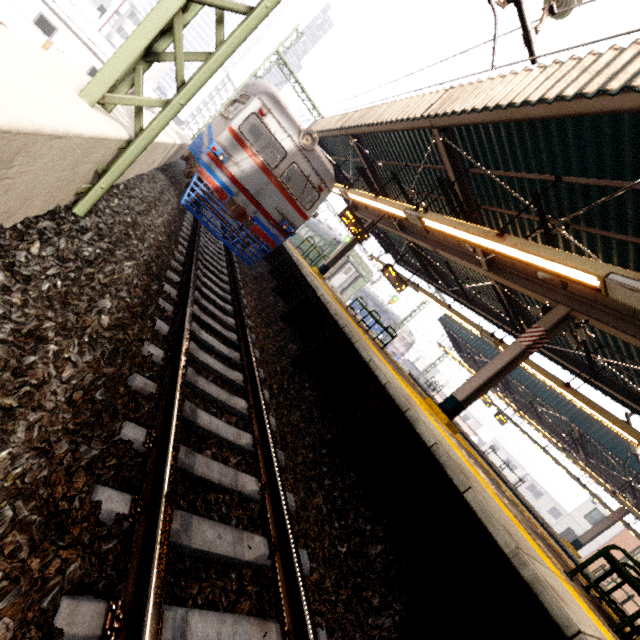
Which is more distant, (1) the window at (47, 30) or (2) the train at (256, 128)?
(1) the window at (47, 30)

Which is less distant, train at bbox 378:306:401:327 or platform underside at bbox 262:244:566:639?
platform underside at bbox 262:244:566:639

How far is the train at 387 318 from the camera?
37.3m

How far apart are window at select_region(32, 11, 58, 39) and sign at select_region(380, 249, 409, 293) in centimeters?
2902cm

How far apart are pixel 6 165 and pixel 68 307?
1.0m

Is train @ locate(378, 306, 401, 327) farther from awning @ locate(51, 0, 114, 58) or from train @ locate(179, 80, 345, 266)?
awning @ locate(51, 0, 114, 58)

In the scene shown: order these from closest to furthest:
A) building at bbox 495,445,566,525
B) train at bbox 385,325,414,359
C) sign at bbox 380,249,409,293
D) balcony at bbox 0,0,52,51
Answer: sign at bbox 380,249,409,293
balcony at bbox 0,0,52,51
train at bbox 385,325,414,359
building at bbox 495,445,566,525

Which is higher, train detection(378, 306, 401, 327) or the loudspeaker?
the loudspeaker
